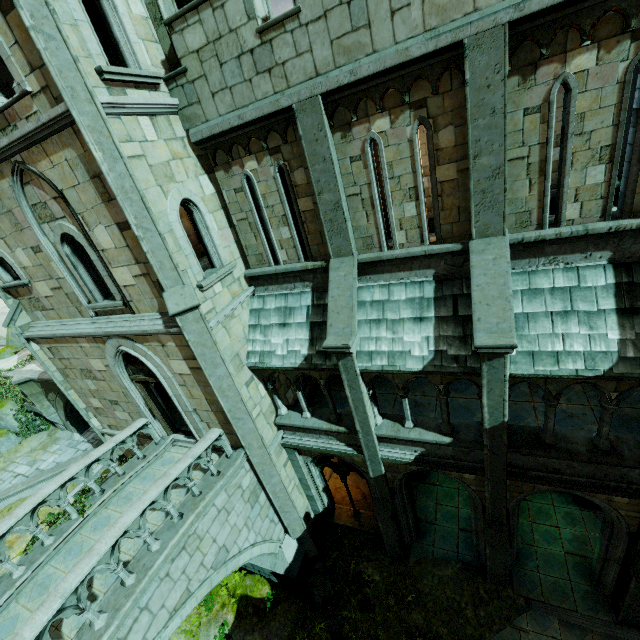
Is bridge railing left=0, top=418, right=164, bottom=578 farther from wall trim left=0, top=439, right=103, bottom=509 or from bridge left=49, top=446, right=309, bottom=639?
wall trim left=0, top=439, right=103, bottom=509

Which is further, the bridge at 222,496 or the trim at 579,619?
the trim at 579,619

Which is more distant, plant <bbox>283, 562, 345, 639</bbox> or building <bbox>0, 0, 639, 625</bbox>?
plant <bbox>283, 562, 345, 639</bbox>

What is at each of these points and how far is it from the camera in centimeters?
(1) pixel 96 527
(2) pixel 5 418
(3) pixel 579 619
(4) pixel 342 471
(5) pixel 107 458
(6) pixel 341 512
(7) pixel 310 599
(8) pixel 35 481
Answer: (1) bridge, 830cm
(2) rock, 2139cm
(3) trim, 923cm
(4) window, 1135cm
(5) bridge railing, 921cm
(6) wall trim, 1287cm
(7) plant, 1068cm
(8) wall trim, 1830cm

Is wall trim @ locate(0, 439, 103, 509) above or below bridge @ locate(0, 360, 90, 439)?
below

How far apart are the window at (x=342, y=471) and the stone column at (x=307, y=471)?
0.1m

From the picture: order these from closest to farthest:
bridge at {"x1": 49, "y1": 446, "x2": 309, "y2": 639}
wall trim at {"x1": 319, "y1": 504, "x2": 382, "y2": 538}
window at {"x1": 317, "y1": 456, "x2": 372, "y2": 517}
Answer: bridge at {"x1": 49, "y1": 446, "x2": 309, "y2": 639} → window at {"x1": 317, "y1": 456, "x2": 372, "y2": 517} → wall trim at {"x1": 319, "y1": 504, "x2": 382, "y2": 538}

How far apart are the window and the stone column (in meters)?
0.06
